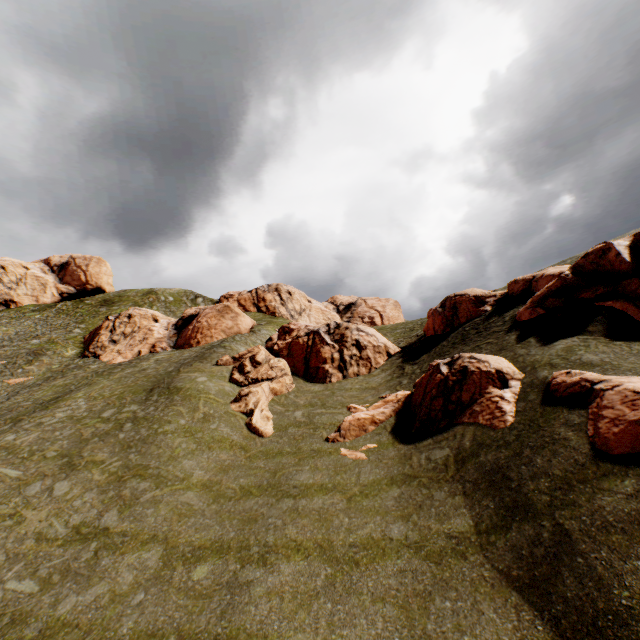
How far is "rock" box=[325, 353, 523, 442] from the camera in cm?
1385

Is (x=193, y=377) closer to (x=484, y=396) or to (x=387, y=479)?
(x=387, y=479)

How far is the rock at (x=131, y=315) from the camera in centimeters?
3659cm

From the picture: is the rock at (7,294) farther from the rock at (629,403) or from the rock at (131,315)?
the rock at (131,315)

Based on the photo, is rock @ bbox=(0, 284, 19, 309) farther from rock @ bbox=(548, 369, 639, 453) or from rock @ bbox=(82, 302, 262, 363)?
rock @ bbox=(82, 302, 262, 363)

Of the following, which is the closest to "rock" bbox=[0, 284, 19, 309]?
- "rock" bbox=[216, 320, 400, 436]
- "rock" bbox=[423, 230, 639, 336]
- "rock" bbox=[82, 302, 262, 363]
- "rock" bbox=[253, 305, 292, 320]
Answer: "rock" bbox=[423, 230, 639, 336]

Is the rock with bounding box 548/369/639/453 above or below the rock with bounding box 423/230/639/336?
below

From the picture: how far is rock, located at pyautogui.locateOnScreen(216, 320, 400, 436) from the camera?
22.5 meters
